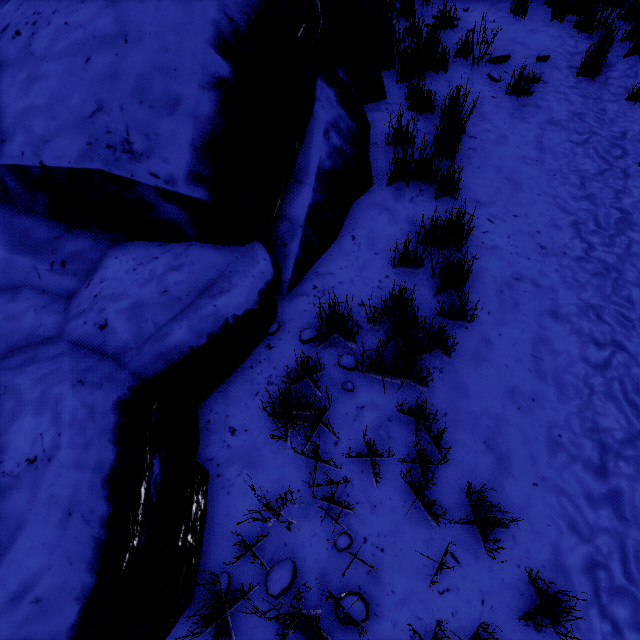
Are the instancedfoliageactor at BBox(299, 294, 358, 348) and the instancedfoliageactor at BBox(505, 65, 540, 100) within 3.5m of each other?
no

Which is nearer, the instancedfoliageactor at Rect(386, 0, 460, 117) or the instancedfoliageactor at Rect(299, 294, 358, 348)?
the instancedfoliageactor at Rect(299, 294, 358, 348)

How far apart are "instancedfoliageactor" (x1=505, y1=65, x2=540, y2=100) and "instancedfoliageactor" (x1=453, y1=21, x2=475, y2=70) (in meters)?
0.14

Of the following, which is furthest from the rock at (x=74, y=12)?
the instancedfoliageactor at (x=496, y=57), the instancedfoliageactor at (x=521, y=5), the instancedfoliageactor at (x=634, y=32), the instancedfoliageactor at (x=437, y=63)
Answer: the instancedfoliageactor at (x=634, y=32)

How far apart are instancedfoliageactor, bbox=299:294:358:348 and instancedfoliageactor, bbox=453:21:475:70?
4.6m

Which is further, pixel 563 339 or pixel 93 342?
pixel 563 339

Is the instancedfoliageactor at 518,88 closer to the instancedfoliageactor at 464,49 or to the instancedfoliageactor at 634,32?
the instancedfoliageactor at 464,49

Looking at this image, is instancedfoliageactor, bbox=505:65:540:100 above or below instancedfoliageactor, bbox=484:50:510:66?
below
